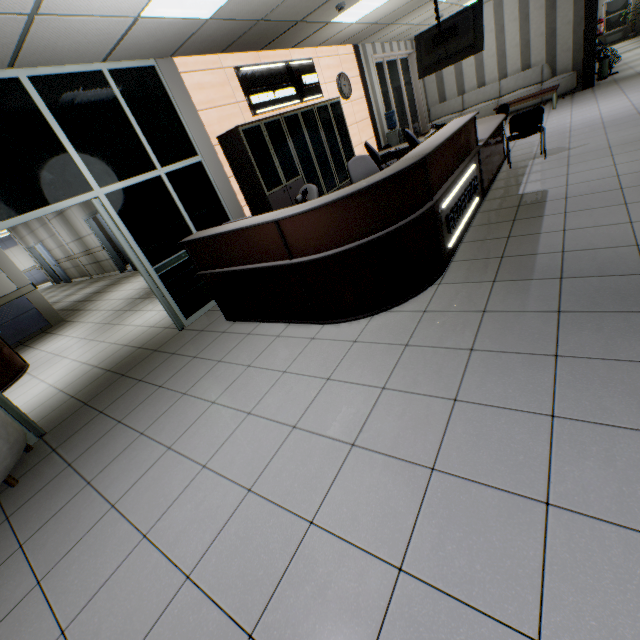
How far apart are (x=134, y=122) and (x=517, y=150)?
7.12m

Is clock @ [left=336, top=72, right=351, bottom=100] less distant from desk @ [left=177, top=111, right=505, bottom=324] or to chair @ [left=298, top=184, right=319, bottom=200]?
desk @ [left=177, top=111, right=505, bottom=324]

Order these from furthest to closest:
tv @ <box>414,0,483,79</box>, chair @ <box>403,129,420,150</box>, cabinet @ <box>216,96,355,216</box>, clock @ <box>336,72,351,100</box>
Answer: clock @ <box>336,72,351,100</box>, tv @ <box>414,0,483,79</box>, chair @ <box>403,129,420,150</box>, cabinet @ <box>216,96,355,216</box>

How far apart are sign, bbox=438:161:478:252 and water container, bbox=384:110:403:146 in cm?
603

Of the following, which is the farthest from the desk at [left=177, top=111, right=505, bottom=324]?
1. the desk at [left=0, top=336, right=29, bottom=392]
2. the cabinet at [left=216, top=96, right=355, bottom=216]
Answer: the desk at [left=0, top=336, right=29, bottom=392]

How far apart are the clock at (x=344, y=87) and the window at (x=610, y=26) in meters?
24.7 m

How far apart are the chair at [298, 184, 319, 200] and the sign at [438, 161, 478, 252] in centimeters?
141cm

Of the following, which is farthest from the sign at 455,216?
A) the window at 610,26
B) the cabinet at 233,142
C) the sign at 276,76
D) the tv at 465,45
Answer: the window at 610,26
